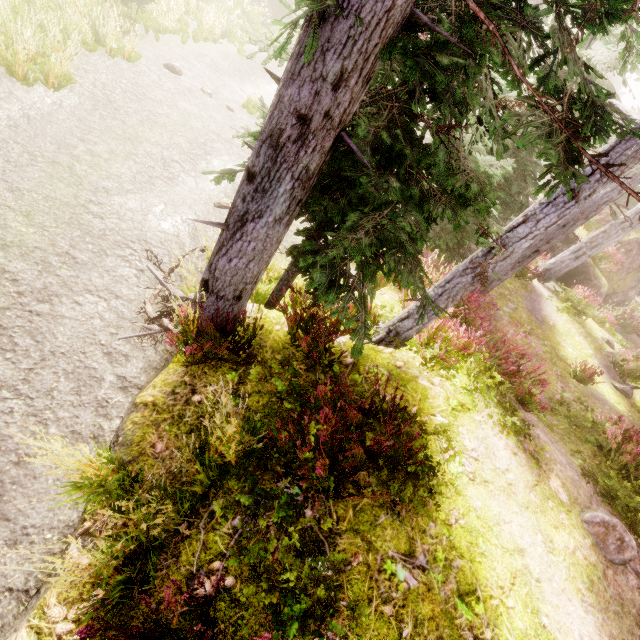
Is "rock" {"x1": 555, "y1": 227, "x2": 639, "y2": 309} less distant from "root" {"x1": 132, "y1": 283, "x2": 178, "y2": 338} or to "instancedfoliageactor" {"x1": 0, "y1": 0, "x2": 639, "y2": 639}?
"instancedfoliageactor" {"x1": 0, "y1": 0, "x2": 639, "y2": 639}

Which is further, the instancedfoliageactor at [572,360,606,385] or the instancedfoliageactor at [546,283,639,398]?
the instancedfoliageactor at [546,283,639,398]

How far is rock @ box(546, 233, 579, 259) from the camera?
15.1m

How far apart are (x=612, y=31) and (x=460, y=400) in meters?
7.7 m

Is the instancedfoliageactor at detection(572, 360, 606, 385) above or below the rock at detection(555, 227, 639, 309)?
below

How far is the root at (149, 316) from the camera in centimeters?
499cm

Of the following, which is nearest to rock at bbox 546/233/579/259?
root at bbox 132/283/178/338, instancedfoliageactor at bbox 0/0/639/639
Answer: instancedfoliageactor at bbox 0/0/639/639

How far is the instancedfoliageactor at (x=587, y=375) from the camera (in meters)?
9.45
